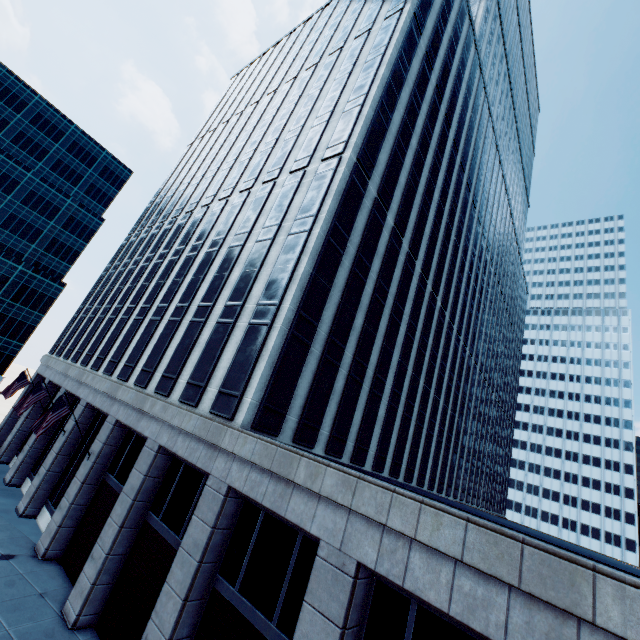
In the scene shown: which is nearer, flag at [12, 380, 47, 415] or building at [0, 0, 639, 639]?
building at [0, 0, 639, 639]

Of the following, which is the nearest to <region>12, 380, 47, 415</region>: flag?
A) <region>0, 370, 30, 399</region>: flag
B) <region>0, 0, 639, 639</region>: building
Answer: <region>0, 0, 639, 639</region>: building

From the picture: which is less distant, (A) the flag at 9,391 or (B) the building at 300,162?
(B) the building at 300,162

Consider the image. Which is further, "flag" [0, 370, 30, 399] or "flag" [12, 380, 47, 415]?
"flag" [0, 370, 30, 399]

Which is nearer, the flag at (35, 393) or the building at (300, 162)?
the building at (300, 162)

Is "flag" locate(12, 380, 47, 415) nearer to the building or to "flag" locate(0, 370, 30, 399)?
the building

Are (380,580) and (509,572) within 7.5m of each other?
yes
